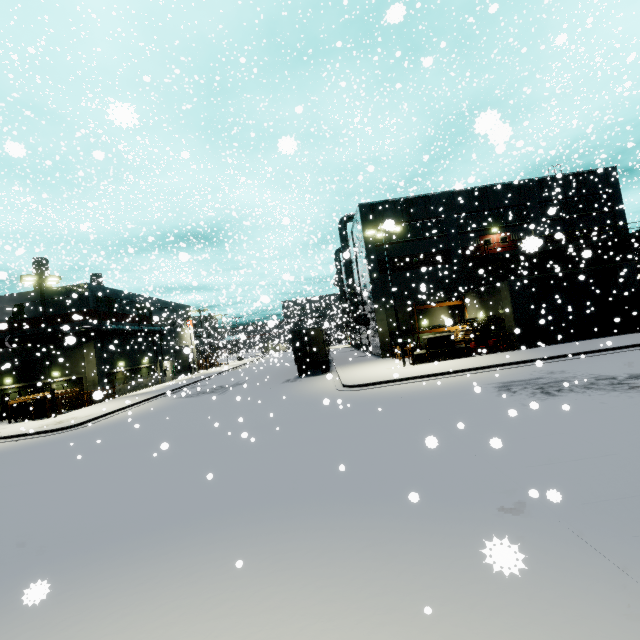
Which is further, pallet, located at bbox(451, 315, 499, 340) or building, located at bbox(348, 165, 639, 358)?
pallet, located at bbox(451, 315, 499, 340)

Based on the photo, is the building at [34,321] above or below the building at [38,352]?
above

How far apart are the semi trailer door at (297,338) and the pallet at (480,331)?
11.6m

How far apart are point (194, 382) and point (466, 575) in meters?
34.9

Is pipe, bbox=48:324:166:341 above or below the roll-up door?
above

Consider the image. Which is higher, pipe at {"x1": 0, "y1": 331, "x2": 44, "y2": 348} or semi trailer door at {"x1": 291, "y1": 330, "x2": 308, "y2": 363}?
pipe at {"x1": 0, "y1": 331, "x2": 44, "y2": 348}

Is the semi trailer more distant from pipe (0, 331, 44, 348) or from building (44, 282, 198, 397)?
pipe (0, 331, 44, 348)

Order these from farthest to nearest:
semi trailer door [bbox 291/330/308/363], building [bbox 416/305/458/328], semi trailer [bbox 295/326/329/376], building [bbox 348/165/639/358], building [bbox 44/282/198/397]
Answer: building [bbox 416/305/458/328] → building [bbox 44/282/198/397] → semi trailer [bbox 295/326/329/376] → semi trailer door [bbox 291/330/308/363] → building [bbox 348/165/639/358]
